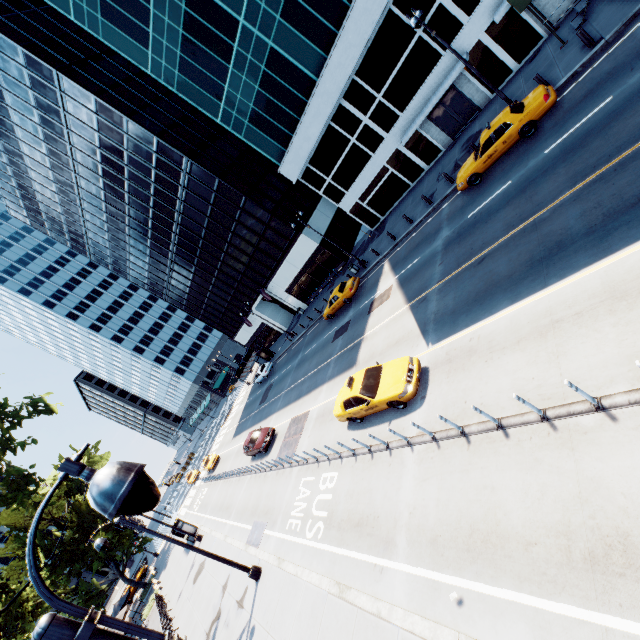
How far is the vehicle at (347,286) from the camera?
25.8m

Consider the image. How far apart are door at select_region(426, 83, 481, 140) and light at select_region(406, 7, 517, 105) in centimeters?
638cm

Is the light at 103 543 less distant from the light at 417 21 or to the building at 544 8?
the light at 417 21

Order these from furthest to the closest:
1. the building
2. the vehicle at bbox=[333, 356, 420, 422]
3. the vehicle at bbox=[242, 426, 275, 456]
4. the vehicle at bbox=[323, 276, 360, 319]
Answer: the vehicle at bbox=[323, 276, 360, 319]
the vehicle at bbox=[242, 426, 275, 456]
the building
the vehicle at bbox=[333, 356, 420, 422]

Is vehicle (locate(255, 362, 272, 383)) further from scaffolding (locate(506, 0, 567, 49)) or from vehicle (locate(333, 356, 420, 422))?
scaffolding (locate(506, 0, 567, 49))

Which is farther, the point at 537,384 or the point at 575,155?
the point at 575,155

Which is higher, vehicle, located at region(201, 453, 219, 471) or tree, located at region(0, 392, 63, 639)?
tree, located at region(0, 392, 63, 639)

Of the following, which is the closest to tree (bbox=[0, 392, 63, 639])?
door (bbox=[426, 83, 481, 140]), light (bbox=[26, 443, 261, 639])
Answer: light (bbox=[26, 443, 261, 639])
